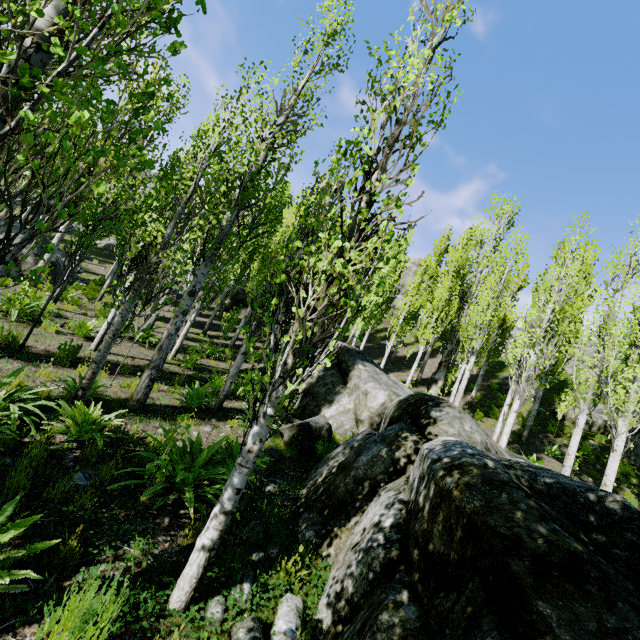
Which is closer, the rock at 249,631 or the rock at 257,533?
the rock at 249,631

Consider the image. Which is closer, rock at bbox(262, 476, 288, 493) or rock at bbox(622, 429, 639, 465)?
rock at bbox(262, 476, 288, 493)

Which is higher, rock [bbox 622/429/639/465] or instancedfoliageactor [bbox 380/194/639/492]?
instancedfoliageactor [bbox 380/194/639/492]

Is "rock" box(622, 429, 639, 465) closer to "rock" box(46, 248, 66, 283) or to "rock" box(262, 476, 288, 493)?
"rock" box(46, 248, 66, 283)

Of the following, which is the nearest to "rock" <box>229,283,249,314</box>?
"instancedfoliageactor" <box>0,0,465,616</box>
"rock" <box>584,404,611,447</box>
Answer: "instancedfoliageactor" <box>0,0,465,616</box>

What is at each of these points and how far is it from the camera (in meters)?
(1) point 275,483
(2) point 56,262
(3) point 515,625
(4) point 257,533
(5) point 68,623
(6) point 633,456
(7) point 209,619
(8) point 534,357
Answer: (1) rock, 5.52
(2) rock, 17.75
(3) rock, 2.00
(4) rock, 4.16
(5) instancedfoliageactor, 2.33
(6) rock, 15.16
(7) rock, 2.88
(8) instancedfoliageactor, 10.03

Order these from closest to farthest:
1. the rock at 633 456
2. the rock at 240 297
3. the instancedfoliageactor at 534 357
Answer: the instancedfoliageactor at 534 357 < the rock at 633 456 < the rock at 240 297

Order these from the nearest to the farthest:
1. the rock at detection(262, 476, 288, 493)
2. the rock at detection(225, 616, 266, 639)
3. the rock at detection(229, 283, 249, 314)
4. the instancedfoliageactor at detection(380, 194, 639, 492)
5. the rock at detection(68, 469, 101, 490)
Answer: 1. the rock at detection(225, 616, 266, 639)
2. the rock at detection(68, 469, 101, 490)
3. the rock at detection(262, 476, 288, 493)
4. the instancedfoliageactor at detection(380, 194, 639, 492)
5. the rock at detection(229, 283, 249, 314)
